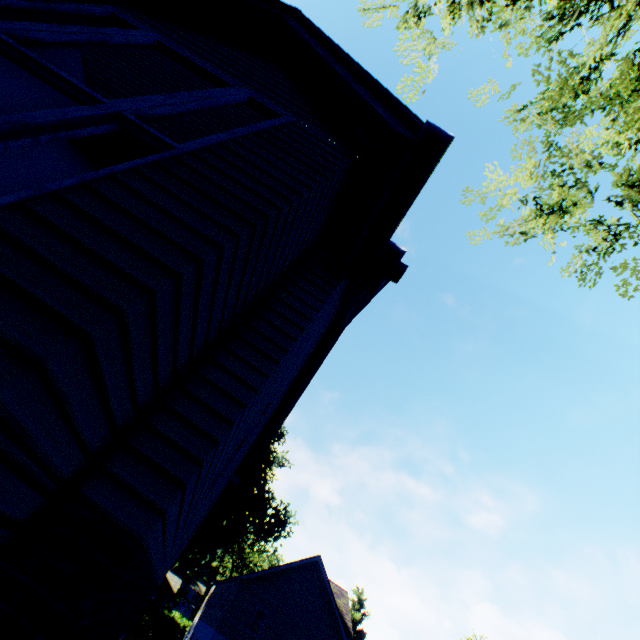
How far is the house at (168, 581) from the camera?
56.00m

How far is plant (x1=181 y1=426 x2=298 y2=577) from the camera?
34.1m

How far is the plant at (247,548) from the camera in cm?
3412

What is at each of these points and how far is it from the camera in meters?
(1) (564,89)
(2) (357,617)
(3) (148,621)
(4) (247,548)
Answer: (1) tree, 6.2 m
(2) plant, 43.7 m
(3) hedge, 16.2 m
(4) plant, 47.0 m

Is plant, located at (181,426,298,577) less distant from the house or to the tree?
the house

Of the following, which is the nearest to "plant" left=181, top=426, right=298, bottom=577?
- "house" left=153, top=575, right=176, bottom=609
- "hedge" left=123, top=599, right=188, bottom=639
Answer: "house" left=153, top=575, right=176, bottom=609

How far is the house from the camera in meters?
56.0 m

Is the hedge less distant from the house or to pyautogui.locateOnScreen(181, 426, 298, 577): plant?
pyautogui.locateOnScreen(181, 426, 298, 577): plant
